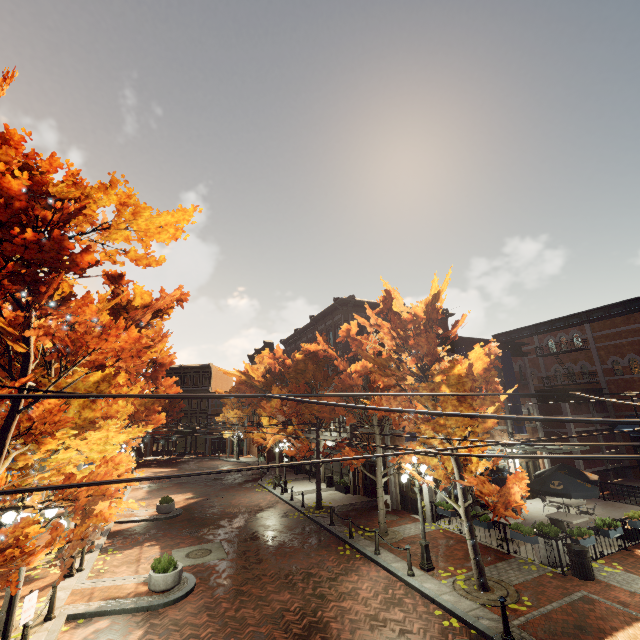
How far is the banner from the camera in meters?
20.2 m

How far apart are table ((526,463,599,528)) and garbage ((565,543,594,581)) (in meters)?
2.46

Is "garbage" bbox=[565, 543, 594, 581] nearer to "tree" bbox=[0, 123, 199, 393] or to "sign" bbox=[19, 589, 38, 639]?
"tree" bbox=[0, 123, 199, 393]

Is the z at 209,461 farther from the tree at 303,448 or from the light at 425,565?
the light at 425,565

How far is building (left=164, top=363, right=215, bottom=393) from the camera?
53.5m

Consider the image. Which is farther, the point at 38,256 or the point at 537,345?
the point at 537,345

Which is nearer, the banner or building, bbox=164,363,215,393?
the banner

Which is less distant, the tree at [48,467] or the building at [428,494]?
the tree at [48,467]
